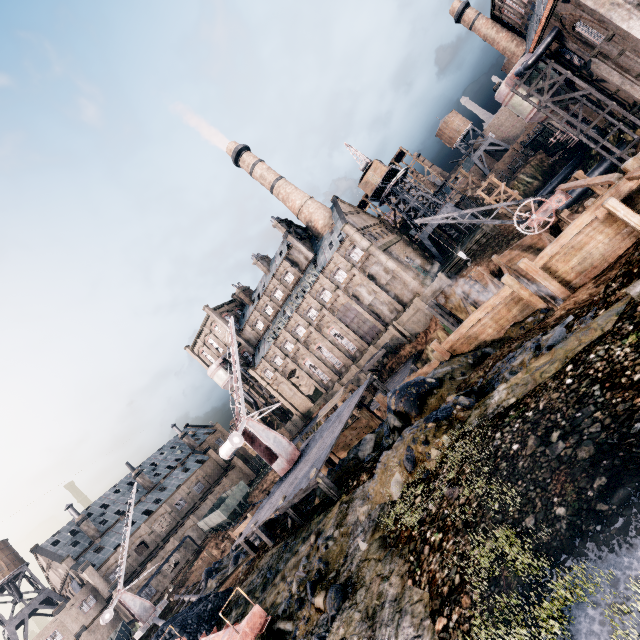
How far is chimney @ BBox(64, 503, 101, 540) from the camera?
56.6m

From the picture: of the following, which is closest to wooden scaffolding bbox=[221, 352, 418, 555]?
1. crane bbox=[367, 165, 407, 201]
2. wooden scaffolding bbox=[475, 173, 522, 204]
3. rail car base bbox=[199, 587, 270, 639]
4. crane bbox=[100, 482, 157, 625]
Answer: rail car base bbox=[199, 587, 270, 639]

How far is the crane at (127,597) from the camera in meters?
31.6

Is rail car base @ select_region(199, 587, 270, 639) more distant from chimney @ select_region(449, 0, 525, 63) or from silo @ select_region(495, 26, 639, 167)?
chimney @ select_region(449, 0, 525, 63)

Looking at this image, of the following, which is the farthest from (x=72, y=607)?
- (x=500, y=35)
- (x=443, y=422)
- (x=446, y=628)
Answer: (x=500, y=35)

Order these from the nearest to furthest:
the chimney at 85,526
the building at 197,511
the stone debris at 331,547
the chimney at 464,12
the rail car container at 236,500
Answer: the stone debris at 331,547, the rail car container at 236,500, the chimney at 464,12, the building at 197,511, the chimney at 85,526

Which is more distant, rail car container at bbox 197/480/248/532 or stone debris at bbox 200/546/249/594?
rail car container at bbox 197/480/248/532

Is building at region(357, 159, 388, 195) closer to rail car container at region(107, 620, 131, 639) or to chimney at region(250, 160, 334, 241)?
chimney at region(250, 160, 334, 241)
